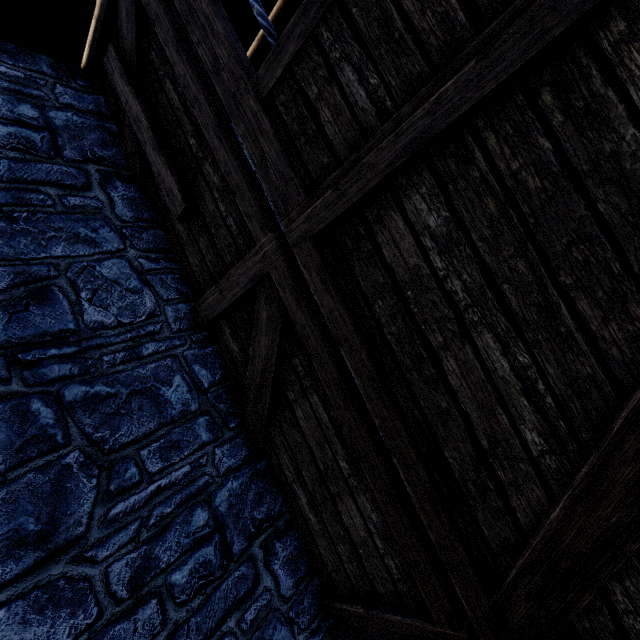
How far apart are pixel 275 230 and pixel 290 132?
0.6 meters

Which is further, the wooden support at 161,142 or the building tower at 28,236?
the wooden support at 161,142

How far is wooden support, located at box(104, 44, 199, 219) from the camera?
2.7 meters

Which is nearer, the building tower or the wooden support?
the building tower

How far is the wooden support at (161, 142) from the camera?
2.73m
